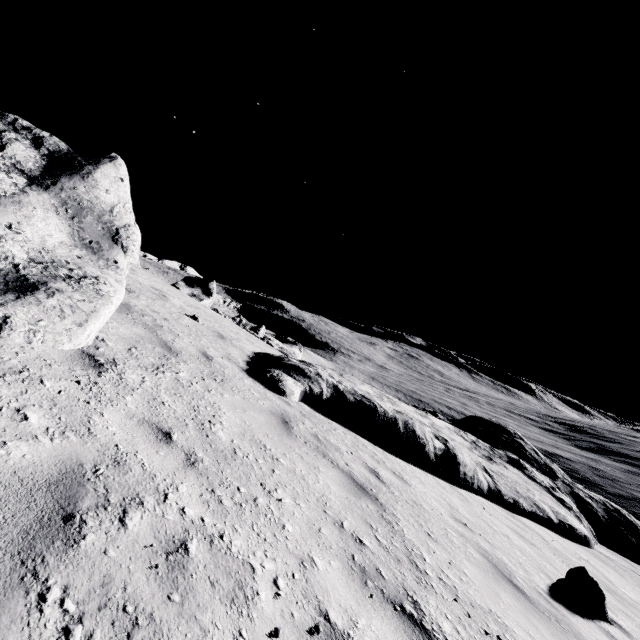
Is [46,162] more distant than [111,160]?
No

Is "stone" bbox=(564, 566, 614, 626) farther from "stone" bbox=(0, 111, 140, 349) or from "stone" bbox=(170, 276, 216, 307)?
"stone" bbox=(170, 276, 216, 307)

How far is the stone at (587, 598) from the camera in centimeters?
550cm

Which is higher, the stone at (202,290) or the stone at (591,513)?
the stone at (202,290)

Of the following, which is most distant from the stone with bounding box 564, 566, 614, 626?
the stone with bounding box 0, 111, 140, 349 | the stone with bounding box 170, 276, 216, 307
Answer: the stone with bounding box 170, 276, 216, 307
